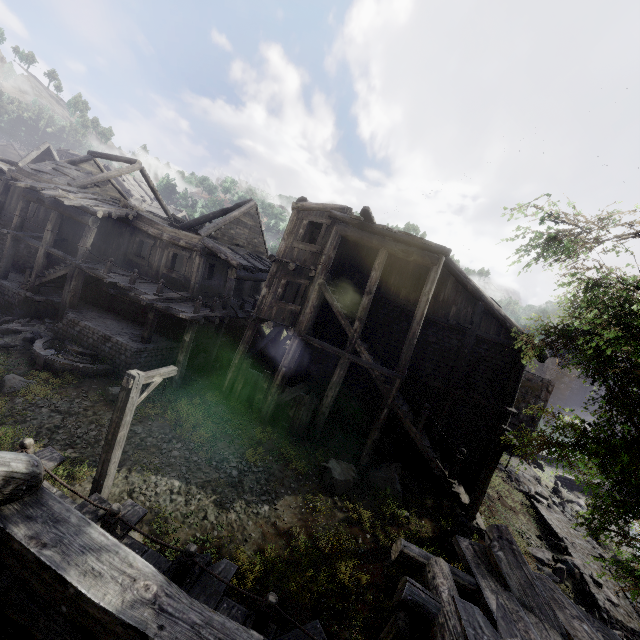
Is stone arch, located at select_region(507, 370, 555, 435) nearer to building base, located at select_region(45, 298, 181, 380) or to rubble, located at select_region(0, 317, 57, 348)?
building base, located at select_region(45, 298, 181, 380)

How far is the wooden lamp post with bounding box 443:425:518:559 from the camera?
11.00m

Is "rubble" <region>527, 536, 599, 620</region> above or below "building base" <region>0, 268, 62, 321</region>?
below

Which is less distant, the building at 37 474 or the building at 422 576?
the building at 37 474

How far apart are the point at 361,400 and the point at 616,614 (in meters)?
11.66

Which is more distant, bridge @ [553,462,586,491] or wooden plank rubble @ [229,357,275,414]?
bridge @ [553,462,586,491]

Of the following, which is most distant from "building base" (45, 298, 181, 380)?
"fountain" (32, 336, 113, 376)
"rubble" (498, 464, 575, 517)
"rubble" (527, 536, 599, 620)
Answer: "rubble" (498, 464, 575, 517)

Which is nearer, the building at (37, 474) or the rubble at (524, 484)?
the building at (37, 474)
